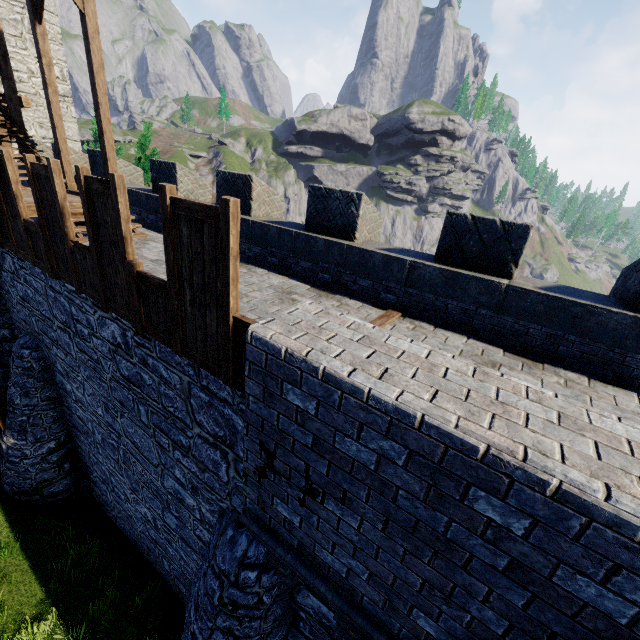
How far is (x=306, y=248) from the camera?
7.1 meters

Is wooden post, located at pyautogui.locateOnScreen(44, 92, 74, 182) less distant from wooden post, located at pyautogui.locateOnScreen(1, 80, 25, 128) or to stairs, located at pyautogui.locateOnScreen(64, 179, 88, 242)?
stairs, located at pyautogui.locateOnScreen(64, 179, 88, 242)

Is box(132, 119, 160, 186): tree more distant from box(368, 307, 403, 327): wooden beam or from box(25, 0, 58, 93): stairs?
box(368, 307, 403, 327): wooden beam

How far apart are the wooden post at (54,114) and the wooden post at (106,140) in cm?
261

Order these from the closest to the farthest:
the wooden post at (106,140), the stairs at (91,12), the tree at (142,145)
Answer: the stairs at (91,12) → the wooden post at (106,140) → the tree at (142,145)

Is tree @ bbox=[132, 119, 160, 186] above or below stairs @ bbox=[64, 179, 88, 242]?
above

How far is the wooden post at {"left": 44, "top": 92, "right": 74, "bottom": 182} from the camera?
9.88m

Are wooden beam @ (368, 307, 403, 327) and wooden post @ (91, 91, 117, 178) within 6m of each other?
no
